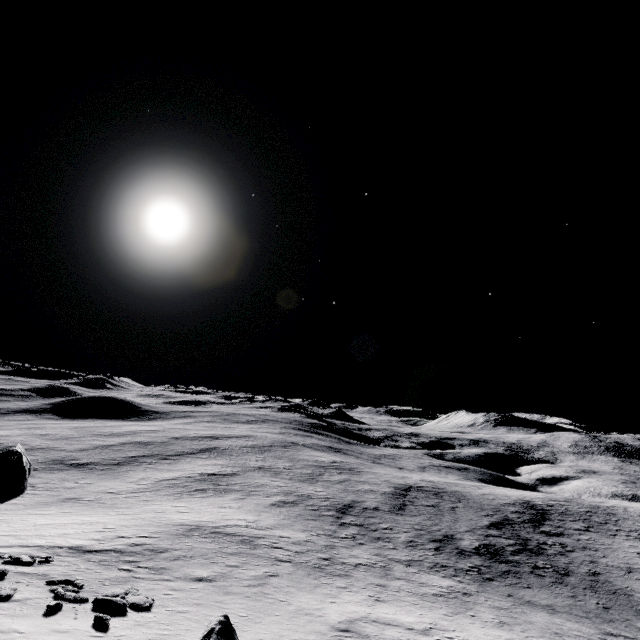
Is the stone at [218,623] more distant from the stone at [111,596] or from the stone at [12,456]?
the stone at [12,456]

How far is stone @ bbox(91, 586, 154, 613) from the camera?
12.5 meters

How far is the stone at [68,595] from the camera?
11.7 meters

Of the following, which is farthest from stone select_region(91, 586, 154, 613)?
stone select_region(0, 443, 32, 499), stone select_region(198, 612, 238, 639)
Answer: stone select_region(0, 443, 32, 499)

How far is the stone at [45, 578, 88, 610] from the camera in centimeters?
1175cm

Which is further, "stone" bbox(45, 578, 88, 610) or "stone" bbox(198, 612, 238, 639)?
"stone" bbox(45, 578, 88, 610)

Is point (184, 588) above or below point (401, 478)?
above
